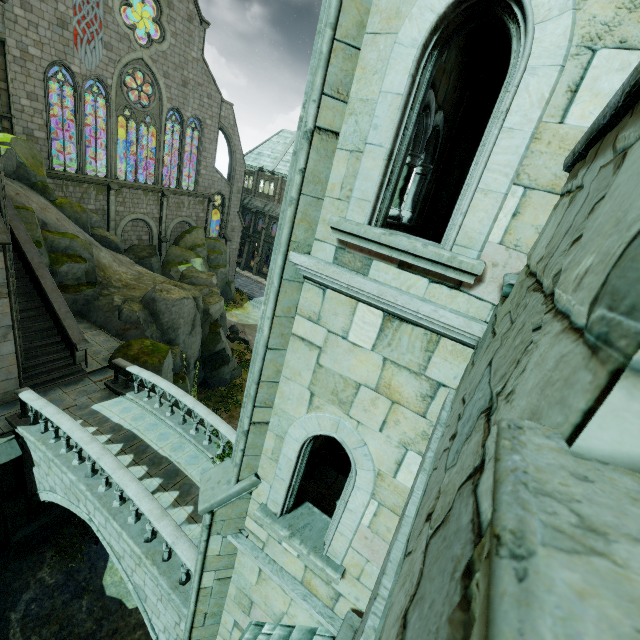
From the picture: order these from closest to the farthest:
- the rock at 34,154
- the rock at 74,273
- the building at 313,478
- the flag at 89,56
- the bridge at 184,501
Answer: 1. the building at 313,478
2. the bridge at 184,501
3. the rock at 74,273
4. the rock at 34,154
5. the flag at 89,56

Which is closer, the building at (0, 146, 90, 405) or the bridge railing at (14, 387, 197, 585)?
the bridge railing at (14, 387, 197, 585)

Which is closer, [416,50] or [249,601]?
[416,50]

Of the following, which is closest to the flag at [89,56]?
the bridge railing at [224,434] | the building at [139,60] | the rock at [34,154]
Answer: the building at [139,60]

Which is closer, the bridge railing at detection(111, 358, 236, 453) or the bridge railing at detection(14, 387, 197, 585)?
the bridge railing at detection(14, 387, 197, 585)

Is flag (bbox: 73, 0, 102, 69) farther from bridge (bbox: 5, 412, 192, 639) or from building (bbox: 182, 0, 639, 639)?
bridge (bbox: 5, 412, 192, 639)

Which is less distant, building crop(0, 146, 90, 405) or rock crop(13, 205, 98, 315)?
building crop(0, 146, 90, 405)
